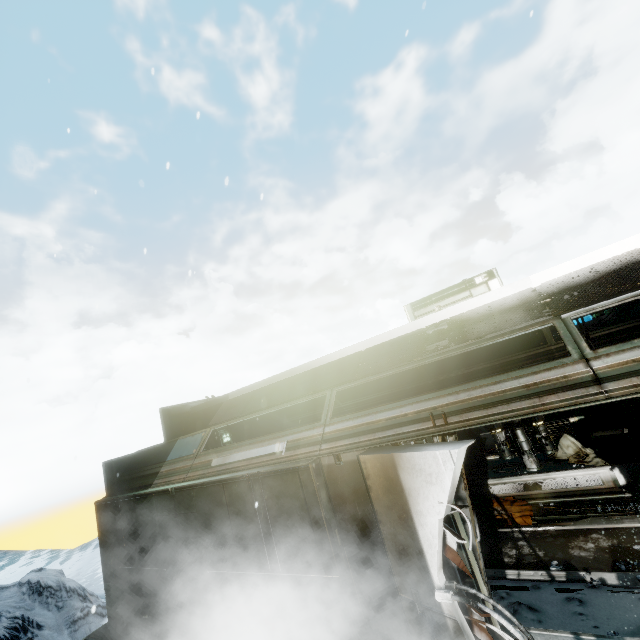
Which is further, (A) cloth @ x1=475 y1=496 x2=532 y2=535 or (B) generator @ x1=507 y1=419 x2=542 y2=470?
(B) generator @ x1=507 y1=419 x2=542 y2=470

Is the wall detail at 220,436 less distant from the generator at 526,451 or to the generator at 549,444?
the generator at 526,451

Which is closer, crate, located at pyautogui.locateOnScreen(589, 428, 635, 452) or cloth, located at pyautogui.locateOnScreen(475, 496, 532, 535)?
cloth, located at pyautogui.locateOnScreen(475, 496, 532, 535)

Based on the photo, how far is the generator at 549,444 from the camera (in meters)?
8.64

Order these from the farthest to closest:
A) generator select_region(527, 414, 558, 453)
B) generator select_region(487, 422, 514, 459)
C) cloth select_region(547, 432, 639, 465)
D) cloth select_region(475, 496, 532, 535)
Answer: generator select_region(487, 422, 514, 459), generator select_region(527, 414, 558, 453), cloth select_region(547, 432, 639, 465), cloth select_region(475, 496, 532, 535)

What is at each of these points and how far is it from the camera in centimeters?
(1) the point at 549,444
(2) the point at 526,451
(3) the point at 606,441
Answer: (1) generator, 866cm
(2) generator, 894cm
(3) crate, 841cm

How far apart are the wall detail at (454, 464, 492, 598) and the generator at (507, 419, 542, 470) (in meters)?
6.04

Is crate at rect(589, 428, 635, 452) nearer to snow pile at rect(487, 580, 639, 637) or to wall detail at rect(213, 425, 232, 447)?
snow pile at rect(487, 580, 639, 637)
